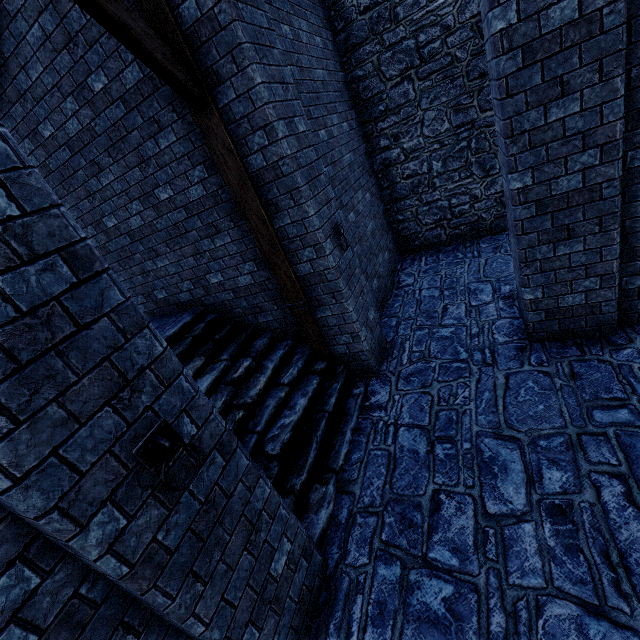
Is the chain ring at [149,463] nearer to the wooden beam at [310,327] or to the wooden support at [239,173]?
the wooden support at [239,173]

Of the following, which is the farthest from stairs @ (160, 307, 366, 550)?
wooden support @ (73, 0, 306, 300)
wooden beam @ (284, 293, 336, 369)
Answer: wooden support @ (73, 0, 306, 300)

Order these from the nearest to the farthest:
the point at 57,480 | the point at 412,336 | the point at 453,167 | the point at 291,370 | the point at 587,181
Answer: the point at 57,480 < the point at 587,181 < the point at 291,370 < the point at 412,336 < the point at 453,167

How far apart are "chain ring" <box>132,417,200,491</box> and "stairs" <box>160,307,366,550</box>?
1.9 meters

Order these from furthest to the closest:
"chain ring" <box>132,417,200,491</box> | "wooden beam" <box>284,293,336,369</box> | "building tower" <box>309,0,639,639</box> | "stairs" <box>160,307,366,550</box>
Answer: "wooden beam" <box>284,293,336,369</box> → "stairs" <box>160,307,366,550</box> → "building tower" <box>309,0,639,639</box> → "chain ring" <box>132,417,200,491</box>

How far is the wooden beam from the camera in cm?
491

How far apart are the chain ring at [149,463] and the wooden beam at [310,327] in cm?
306

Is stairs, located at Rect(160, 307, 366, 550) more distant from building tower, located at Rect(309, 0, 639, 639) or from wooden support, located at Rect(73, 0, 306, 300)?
wooden support, located at Rect(73, 0, 306, 300)
